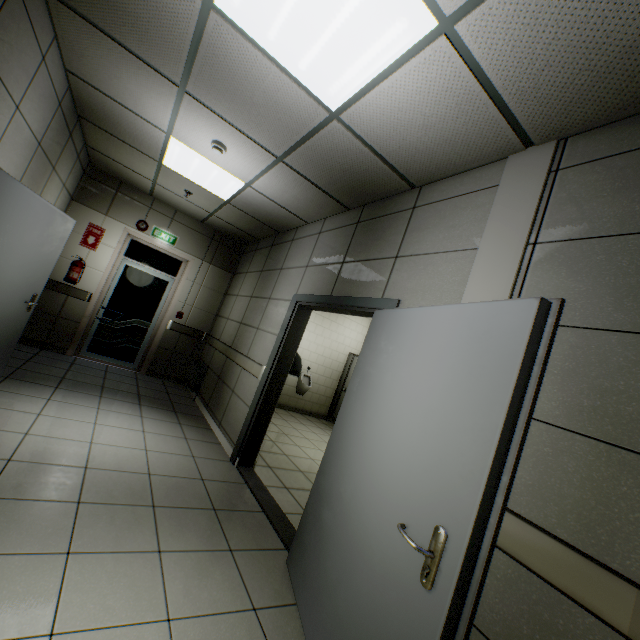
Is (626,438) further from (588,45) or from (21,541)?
(21,541)

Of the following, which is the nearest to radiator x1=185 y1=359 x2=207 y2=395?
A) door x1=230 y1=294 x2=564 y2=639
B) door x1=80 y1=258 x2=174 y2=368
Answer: door x1=80 y1=258 x2=174 y2=368

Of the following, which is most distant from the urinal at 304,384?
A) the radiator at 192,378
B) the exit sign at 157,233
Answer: the exit sign at 157,233

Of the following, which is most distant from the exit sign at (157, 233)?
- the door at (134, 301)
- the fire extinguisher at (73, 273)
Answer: the fire extinguisher at (73, 273)

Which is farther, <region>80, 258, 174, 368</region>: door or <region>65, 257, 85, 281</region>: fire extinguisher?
<region>80, 258, 174, 368</region>: door

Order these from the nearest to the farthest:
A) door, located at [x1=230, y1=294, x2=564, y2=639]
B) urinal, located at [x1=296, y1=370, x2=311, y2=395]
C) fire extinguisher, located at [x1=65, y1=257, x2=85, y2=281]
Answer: door, located at [x1=230, y1=294, x2=564, y2=639] → fire extinguisher, located at [x1=65, y1=257, x2=85, y2=281] → urinal, located at [x1=296, y1=370, x2=311, y2=395]

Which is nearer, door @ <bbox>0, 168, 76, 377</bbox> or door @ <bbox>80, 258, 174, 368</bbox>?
door @ <bbox>0, 168, 76, 377</bbox>

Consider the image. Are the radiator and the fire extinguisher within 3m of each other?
yes
